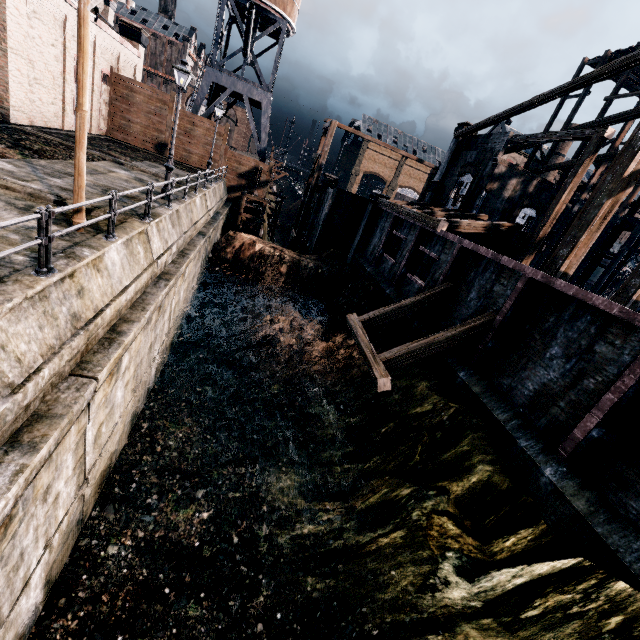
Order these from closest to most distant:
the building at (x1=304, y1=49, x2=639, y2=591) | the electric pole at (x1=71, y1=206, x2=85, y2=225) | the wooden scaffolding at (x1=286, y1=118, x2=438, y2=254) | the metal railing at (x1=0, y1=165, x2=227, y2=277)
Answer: the metal railing at (x1=0, y1=165, x2=227, y2=277) → the building at (x1=304, y1=49, x2=639, y2=591) → the electric pole at (x1=71, y1=206, x2=85, y2=225) → the wooden scaffolding at (x1=286, y1=118, x2=438, y2=254)

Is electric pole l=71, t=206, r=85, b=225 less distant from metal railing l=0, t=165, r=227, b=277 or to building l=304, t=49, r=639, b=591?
metal railing l=0, t=165, r=227, b=277

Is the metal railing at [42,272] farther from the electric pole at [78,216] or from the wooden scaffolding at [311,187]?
the wooden scaffolding at [311,187]

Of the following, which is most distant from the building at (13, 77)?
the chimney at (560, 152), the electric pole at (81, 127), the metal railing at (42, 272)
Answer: the chimney at (560, 152)

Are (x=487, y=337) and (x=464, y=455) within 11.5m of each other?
yes

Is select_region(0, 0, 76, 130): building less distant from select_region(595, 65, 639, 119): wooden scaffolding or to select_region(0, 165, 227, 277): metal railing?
select_region(0, 165, 227, 277): metal railing

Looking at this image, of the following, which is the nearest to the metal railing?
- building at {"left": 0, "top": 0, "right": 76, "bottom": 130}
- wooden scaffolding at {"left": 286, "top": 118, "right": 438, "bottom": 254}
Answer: building at {"left": 0, "top": 0, "right": 76, "bottom": 130}

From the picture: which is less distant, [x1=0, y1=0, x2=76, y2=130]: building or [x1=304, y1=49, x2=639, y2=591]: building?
[x1=304, y1=49, x2=639, y2=591]: building
